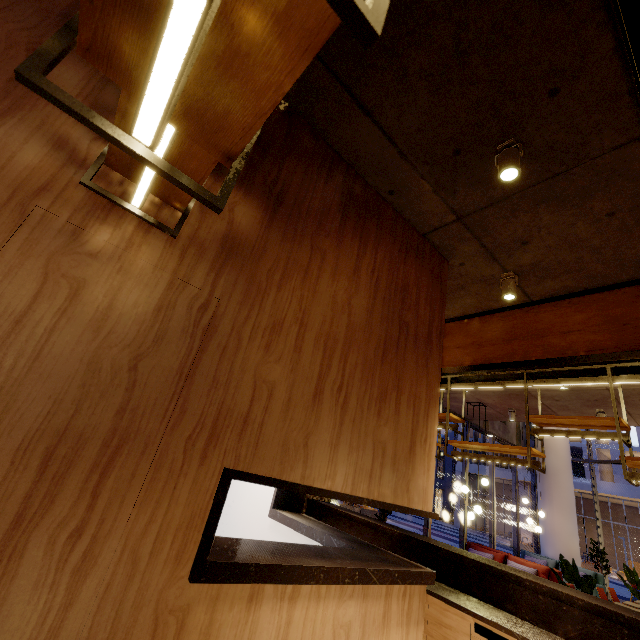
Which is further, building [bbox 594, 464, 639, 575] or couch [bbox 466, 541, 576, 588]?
building [bbox 594, 464, 639, 575]

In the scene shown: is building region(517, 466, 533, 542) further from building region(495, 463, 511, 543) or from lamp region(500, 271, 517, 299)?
lamp region(500, 271, 517, 299)

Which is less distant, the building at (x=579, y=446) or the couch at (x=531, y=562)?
the couch at (x=531, y=562)

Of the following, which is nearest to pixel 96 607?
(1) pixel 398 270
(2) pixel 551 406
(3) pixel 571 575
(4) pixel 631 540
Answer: (1) pixel 398 270

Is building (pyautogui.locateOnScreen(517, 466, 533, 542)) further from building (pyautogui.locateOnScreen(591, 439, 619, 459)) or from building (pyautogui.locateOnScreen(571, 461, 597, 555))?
building (pyautogui.locateOnScreen(591, 439, 619, 459))

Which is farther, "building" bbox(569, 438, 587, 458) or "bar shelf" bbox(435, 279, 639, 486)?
"building" bbox(569, 438, 587, 458)

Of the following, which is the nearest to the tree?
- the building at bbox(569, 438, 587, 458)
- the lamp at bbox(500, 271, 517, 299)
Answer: the lamp at bbox(500, 271, 517, 299)

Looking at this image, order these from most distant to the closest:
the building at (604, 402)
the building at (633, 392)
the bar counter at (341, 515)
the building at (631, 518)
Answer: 1. the building at (631, 518)
2. the building at (604, 402)
3. the building at (633, 392)
4. the bar counter at (341, 515)
